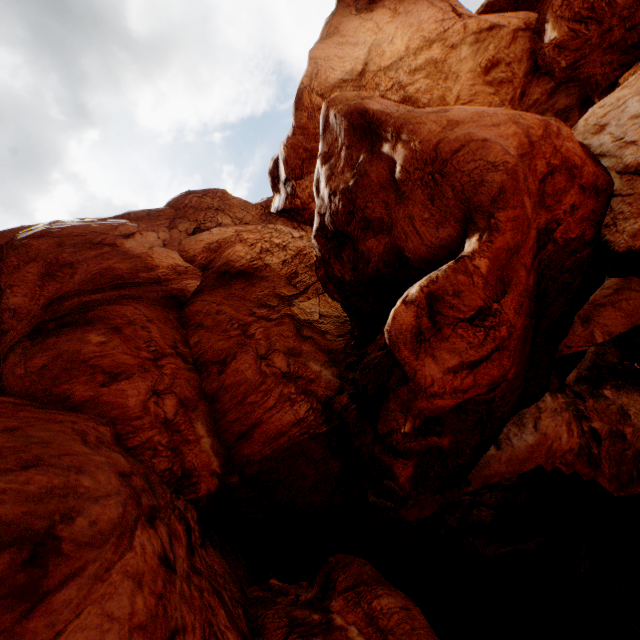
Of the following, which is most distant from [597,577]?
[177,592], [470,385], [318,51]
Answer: [318,51]
